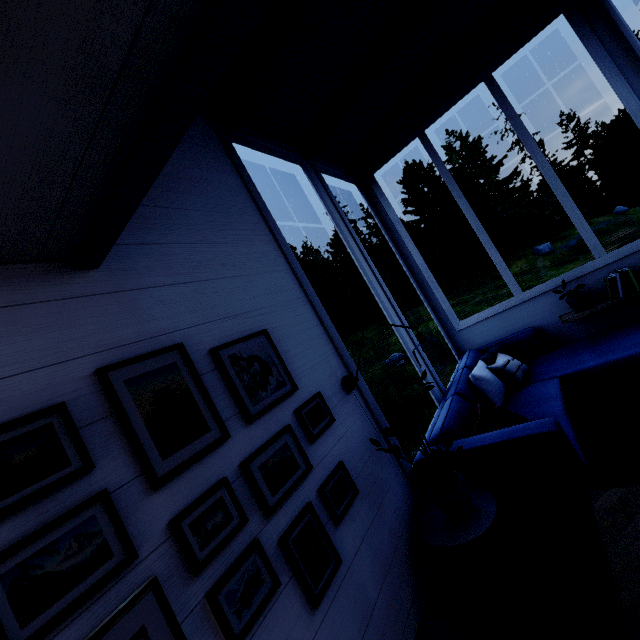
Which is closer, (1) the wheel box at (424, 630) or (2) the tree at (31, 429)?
(2) the tree at (31, 429)

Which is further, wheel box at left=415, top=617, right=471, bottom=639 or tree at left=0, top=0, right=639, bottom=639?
wheel box at left=415, top=617, right=471, bottom=639

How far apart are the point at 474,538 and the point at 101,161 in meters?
2.2
